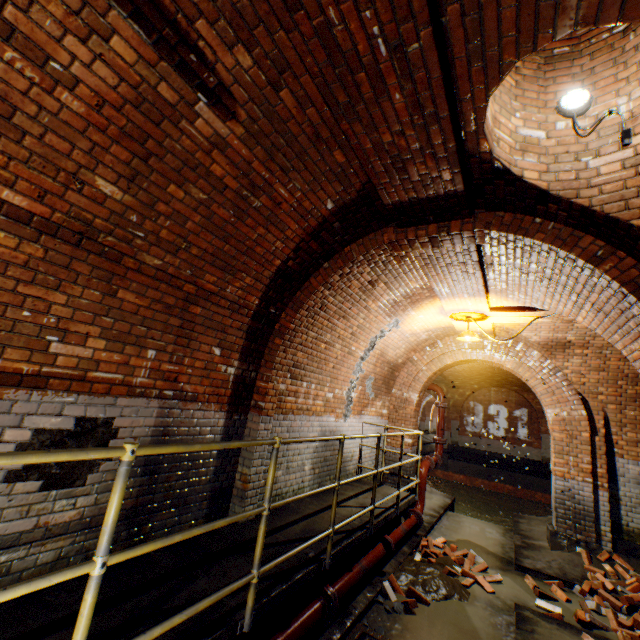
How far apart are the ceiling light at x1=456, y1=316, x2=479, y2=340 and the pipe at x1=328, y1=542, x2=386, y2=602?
4.1m

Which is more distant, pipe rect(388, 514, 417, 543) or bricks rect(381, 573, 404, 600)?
pipe rect(388, 514, 417, 543)

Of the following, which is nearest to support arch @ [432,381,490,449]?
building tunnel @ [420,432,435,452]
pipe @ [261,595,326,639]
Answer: building tunnel @ [420,432,435,452]

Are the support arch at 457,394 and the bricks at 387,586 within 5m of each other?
no

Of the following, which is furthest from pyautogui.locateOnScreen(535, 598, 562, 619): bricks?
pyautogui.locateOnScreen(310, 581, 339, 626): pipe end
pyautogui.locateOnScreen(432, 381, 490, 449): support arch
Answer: pyautogui.locateOnScreen(432, 381, 490, 449): support arch

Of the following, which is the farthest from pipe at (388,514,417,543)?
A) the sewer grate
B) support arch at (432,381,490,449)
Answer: support arch at (432,381,490,449)

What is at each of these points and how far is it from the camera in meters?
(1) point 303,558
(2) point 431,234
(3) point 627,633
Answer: (1) walkway, 3.3 m
(2) wall archway, 3.7 m
(3) bricks, 4.4 m

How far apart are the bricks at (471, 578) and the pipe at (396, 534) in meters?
0.3
